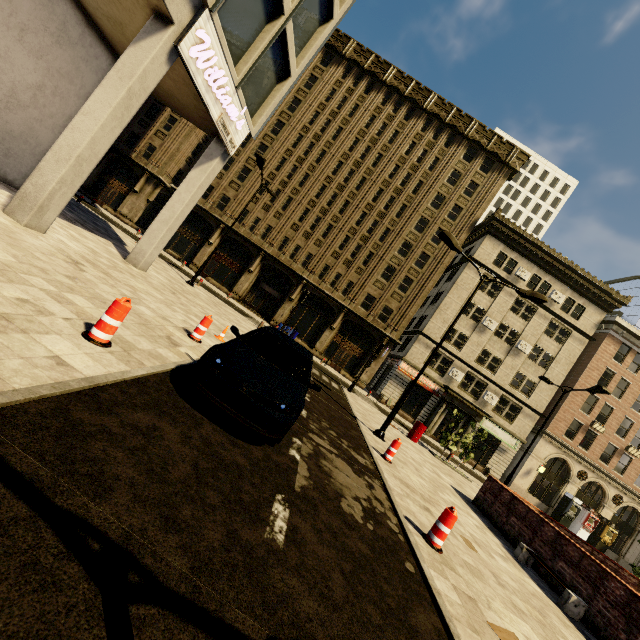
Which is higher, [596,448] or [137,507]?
[596,448]

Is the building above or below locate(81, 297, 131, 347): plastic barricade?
above

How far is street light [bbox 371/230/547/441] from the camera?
12.1m

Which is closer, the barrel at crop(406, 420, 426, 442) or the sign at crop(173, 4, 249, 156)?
the sign at crop(173, 4, 249, 156)

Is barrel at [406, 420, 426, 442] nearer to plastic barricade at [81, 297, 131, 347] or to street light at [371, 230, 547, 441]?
street light at [371, 230, 547, 441]

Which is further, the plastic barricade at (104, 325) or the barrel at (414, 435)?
the barrel at (414, 435)

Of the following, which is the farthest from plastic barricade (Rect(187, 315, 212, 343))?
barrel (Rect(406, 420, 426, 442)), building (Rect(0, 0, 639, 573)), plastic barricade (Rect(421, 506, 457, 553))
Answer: barrel (Rect(406, 420, 426, 442))

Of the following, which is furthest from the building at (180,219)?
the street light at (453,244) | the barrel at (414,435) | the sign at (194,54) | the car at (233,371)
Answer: the barrel at (414,435)
